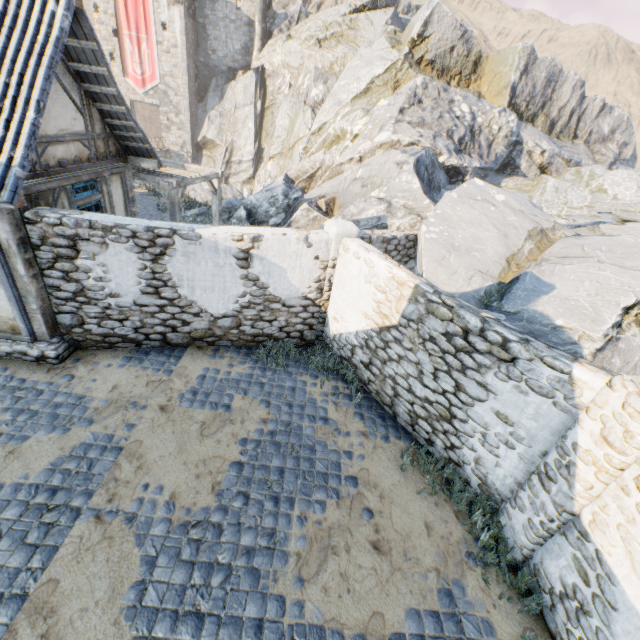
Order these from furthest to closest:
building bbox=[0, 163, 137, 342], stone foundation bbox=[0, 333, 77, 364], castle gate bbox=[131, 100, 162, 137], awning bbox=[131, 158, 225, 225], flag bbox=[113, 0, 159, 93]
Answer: castle gate bbox=[131, 100, 162, 137], flag bbox=[113, 0, 159, 93], awning bbox=[131, 158, 225, 225], stone foundation bbox=[0, 333, 77, 364], building bbox=[0, 163, 137, 342]

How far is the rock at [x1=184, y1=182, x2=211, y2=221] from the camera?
16.0 meters

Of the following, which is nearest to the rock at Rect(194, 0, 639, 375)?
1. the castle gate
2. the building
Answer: the building

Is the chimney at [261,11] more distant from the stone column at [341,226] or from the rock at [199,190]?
the stone column at [341,226]

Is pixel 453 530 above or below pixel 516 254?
below

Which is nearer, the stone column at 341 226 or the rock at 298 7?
the rock at 298 7

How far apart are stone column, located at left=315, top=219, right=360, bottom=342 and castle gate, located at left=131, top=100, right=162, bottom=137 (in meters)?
35.11

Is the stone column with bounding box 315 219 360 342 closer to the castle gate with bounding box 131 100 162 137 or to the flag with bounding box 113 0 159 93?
the flag with bounding box 113 0 159 93
